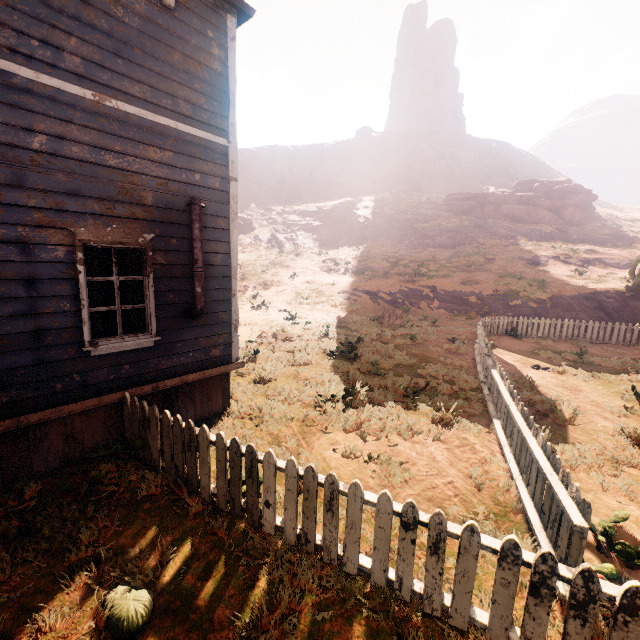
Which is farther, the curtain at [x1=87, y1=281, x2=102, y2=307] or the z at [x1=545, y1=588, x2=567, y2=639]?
the curtain at [x1=87, y1=281, x2=102, y2=307]

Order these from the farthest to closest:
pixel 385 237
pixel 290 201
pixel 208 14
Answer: pixel 290 201, pixel 385 237, pixel 208 14

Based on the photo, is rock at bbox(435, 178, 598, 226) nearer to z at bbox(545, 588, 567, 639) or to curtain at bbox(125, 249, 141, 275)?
z at bbox(545, 588, 567, 639)

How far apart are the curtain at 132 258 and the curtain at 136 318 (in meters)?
0.06

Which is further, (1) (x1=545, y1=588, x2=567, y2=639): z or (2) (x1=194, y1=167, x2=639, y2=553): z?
(2) (x1=194, y1=167, x2=639, y2=553): z

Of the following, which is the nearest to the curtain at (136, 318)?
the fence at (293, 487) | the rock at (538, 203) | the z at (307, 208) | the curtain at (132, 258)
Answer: the curtain at (132, 258)

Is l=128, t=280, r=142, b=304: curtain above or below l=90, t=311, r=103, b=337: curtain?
above
